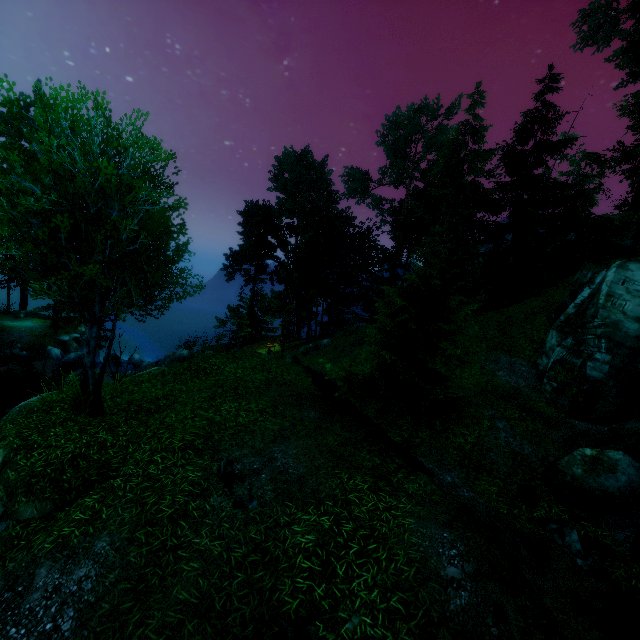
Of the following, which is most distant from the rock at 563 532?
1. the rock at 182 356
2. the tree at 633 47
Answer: the rock at 182 356

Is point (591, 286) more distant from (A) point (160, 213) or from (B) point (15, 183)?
(B) point (15, 183)

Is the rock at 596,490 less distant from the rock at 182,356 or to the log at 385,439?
the log at 385,439

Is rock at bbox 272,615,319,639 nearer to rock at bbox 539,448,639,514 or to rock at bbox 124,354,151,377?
rock at bbox 539,448,639,514

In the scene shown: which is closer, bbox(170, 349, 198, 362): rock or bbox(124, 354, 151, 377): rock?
bbox(170, 349, 198, 362): rock

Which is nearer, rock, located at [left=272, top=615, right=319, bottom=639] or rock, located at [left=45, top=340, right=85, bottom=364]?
rock, located at [left=272, top=615, right=319, bottom=639]

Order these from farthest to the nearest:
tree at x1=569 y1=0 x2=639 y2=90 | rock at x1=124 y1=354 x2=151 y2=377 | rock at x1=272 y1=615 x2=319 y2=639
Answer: rock at x1=124 y1=354 x2=151 y2=377, tree at x1=569 y1=0 x2=639 y2=90, rock at x1=272 y1=615 x2=319 y2=639

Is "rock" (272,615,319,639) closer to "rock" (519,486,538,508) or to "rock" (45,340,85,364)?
"rock" (519,486,538,508)
